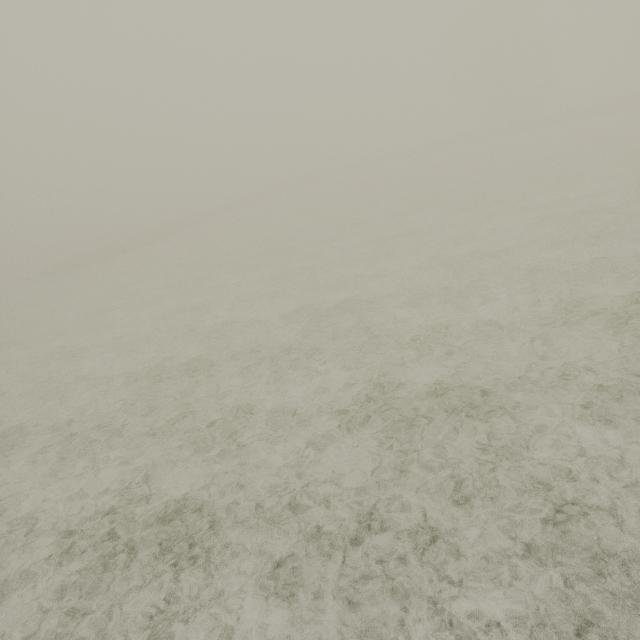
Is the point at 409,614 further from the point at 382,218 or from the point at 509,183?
the point at 509,183
